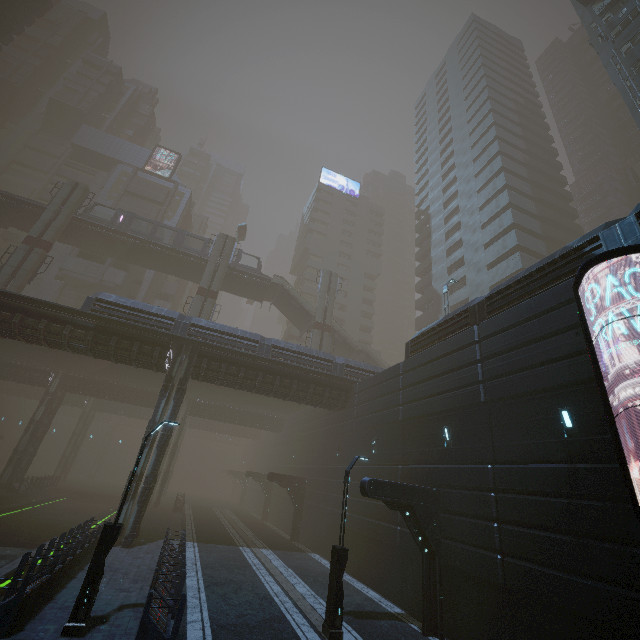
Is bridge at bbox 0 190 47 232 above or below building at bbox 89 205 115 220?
below

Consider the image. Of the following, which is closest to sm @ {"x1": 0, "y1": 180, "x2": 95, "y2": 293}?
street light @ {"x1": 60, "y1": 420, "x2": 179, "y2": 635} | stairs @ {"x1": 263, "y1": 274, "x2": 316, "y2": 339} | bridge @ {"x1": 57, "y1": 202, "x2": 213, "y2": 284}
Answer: bridge @ {"x1": 57, "y1": 202, "x2": 213, "y2": 284}

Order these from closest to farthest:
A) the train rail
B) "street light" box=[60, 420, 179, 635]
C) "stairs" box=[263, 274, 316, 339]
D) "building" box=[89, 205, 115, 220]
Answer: "street light" box=[60, 420, 179, 635] → the train rail → "stairs" box=[263, 274, 316, 339] → "building" box=[89, 205, 115, 220]

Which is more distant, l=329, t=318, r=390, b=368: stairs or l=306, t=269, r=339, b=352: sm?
l=329, t=318, r=390, b=368: stairs

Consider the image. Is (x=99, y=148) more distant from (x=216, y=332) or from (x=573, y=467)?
(x=573, y=467)

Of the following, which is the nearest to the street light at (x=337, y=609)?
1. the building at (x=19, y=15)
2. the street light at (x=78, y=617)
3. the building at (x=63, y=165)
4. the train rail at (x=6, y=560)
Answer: the building at (x=19, y=15)

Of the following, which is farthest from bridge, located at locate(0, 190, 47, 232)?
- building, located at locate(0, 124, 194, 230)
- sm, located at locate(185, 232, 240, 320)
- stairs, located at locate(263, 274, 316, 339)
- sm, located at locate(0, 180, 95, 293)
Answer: stairs, located at locate(263, 274, 316, 339)

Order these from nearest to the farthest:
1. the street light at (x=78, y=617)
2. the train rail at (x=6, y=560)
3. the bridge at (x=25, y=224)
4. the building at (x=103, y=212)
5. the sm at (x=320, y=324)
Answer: the street light at (x=78, y=617) < the train rail at (x=6, y=560) < the bridge at (x=25, y=224) < the sm at (x=320, y=324) < the building at (x=103, y=212)
